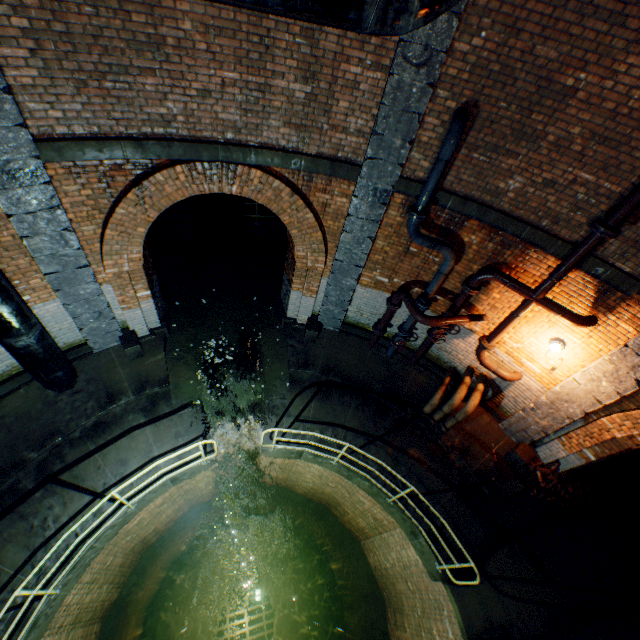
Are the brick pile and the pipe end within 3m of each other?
no

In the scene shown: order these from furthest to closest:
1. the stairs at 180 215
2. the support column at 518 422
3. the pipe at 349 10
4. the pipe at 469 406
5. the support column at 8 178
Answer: the stairs at 180 215 → the pipe at 469 406 → the support column at 518 422 → the support column at 8 178 → the pipe at 349 10

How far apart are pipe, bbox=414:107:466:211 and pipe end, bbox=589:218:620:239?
2.3 meters

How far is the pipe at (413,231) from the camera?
6.01m

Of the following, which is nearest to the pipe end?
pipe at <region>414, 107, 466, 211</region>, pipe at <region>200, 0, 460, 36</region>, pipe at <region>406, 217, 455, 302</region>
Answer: pipe at <region>406, 217, 455, 302</region>

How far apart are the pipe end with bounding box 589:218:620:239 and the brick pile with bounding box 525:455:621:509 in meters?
5.3 m

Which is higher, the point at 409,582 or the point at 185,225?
the point at 185,225

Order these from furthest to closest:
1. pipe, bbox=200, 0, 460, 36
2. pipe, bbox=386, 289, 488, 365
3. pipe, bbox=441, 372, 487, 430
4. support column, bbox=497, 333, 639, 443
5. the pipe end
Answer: pipe, bbox=441, 372, 487, 430
pipe, bbox=386, 289, 488, 365
support column, bbox=497, 333, 639, 443
the pipe end
pipe, bbox=200, 0, 460, 36
